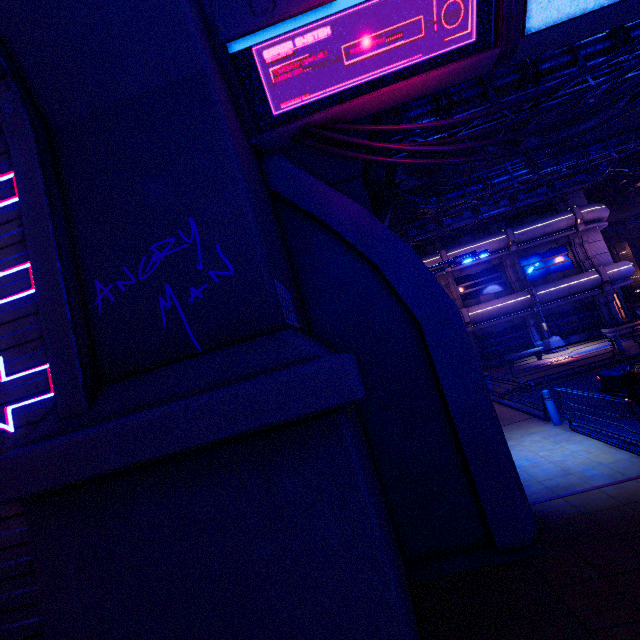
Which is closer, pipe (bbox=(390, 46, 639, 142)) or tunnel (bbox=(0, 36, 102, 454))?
tunnel (bbox=(0, 36, 102, 454))

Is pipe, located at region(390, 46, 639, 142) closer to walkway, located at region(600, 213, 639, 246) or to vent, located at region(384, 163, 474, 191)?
vent, located at region(384, 163, 474, 191)

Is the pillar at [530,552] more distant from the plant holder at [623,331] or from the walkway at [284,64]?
the plant holder at [623,331]

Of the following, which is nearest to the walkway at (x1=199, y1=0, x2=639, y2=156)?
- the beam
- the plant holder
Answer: the beam

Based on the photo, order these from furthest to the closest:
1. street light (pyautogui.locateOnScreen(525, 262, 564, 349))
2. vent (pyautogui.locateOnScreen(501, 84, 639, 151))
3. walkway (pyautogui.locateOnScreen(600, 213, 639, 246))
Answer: walkway (pyautogui.locateOnScreen(600, 213, 639, 246))
street light (pyautogui.locateOnScreen(525, 262, 564, 349))
vent (pyautogui.locateOnScreen(501, 84, 639, 151))

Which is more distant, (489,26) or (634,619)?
(489,26)

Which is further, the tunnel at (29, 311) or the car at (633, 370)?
the car at (633, 370)

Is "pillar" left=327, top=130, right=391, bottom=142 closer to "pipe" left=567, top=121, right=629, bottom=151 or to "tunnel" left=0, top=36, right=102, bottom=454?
"tunnel" left=0, top=36, right=102, bottom=454
